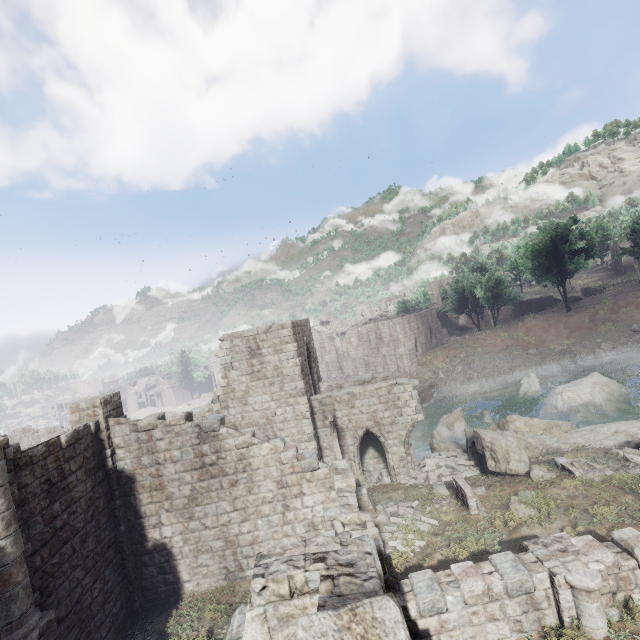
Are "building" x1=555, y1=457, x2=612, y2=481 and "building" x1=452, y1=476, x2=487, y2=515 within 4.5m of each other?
yes

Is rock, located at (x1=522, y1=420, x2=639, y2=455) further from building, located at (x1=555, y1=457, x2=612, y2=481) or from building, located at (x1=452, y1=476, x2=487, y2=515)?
building, located at (x1=452, y1=476, x2=487, y2=515)

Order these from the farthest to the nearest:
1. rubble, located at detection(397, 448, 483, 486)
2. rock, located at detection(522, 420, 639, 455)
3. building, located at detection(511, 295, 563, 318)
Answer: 1. building, located at detection(511, 295, 563, 318)
2. rubble, located at detection(397, 448, 483, 486)
3. rock, located at detection(522, 420, 639, 455)

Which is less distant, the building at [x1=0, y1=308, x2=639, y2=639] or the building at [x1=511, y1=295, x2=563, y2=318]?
the building at [x1=0, y1=308, x2=639, y2=639]

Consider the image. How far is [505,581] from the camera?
8.0m

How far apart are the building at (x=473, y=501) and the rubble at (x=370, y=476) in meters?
5.1

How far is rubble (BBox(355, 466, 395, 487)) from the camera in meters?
18.1 m

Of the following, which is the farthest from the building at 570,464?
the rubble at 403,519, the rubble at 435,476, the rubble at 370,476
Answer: the rubble at 370,476
